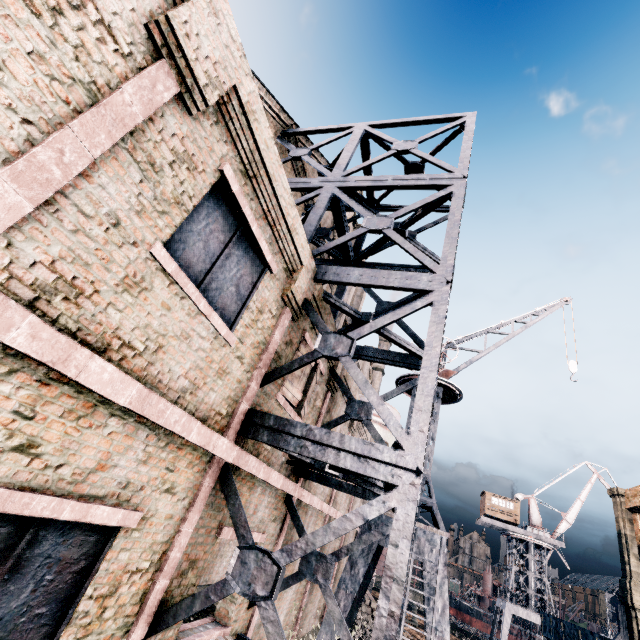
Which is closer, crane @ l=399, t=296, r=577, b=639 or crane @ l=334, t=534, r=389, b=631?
crane @ l=399, t=296, r=577, b=639

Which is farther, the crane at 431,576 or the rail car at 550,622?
the rail car at 550,622

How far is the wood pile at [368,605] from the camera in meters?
23.9

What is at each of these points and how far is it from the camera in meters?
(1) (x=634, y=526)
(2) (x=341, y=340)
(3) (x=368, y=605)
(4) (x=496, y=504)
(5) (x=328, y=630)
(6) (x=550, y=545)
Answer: (1) building, 30.3
(2) building, 6.6
(3) wood pile, 24.8
(4) building, 48.8
(5) crane, 10.2
(6) crane, 44.6

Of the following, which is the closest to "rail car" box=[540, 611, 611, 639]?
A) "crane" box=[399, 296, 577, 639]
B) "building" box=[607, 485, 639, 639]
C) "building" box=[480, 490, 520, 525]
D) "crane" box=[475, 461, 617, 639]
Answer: "crane" box=[399, 296, 577, 639]

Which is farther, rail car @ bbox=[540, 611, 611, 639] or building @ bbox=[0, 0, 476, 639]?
rail car @ bbox=[540, 611, 611, 639]

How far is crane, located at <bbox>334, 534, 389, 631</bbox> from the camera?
10.69m

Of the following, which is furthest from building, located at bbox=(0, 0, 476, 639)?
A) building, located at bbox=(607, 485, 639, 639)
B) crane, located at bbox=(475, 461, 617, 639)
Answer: building, located at bbox=(607, 485, 639, 639)
